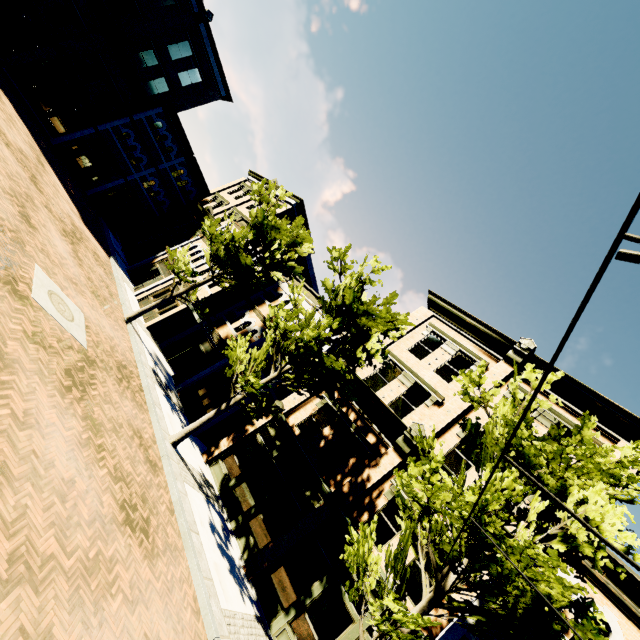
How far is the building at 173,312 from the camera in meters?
19.0 m

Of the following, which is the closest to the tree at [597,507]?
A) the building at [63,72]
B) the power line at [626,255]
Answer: the power line at [626,255]

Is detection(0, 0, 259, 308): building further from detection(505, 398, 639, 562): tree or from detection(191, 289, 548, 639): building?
detection(505, 398, 639, 562): tree

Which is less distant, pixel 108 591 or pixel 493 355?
pixel 108 591

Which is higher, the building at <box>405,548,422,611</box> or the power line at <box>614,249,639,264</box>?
the power line at <box>614,249,639,264</box>

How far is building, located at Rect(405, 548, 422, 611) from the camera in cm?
1021

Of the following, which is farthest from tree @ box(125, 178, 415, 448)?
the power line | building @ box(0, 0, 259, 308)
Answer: building @ box(0, 0, 259, 308)
